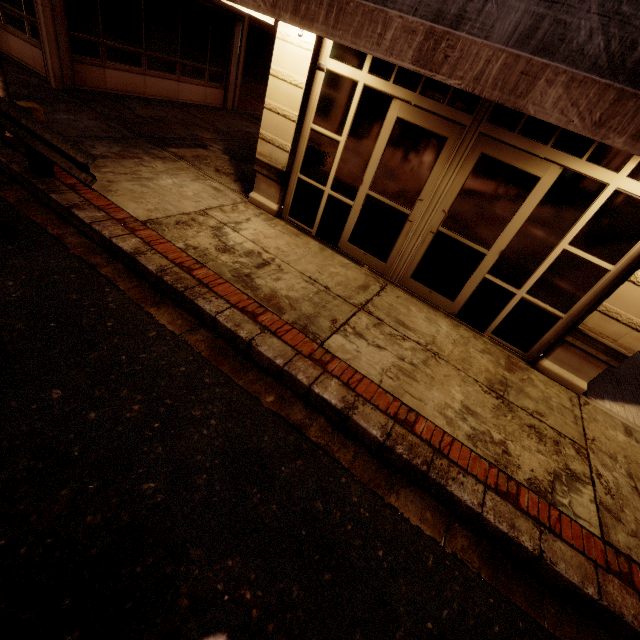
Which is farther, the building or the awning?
the building

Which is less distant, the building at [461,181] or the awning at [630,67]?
the awning at [630,67]

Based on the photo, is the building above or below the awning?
below

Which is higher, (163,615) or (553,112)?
(553,112)

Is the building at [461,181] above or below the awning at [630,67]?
below
